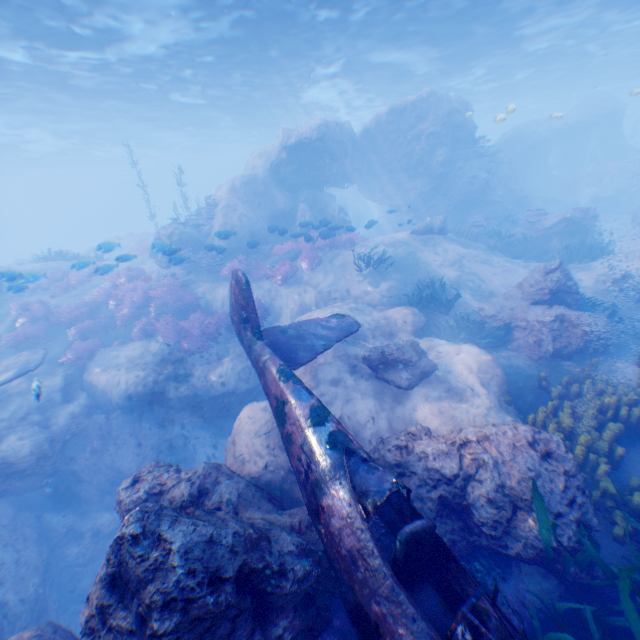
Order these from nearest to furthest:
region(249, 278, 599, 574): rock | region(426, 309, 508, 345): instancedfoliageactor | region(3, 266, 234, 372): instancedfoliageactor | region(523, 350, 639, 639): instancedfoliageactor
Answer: region(523, 350, 639, 639): instancedfoliageactor
region(249, 278, 599, 574): rock
region(426, 309, 508, 345): instancedfoliageactor
region(3, 266, 234, 372): instancedfoliageactor

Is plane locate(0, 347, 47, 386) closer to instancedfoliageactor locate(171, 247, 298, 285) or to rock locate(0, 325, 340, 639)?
rock locate(0, 325, 340, 639)

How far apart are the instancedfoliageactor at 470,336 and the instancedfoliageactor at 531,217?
11.1m

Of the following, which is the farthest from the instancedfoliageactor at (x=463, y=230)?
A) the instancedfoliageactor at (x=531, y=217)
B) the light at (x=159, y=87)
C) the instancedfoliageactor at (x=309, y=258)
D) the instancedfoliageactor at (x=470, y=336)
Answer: the instancedfoliageactor at (x=531, y=217)

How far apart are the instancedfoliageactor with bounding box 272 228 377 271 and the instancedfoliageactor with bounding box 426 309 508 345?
A: 7.21m

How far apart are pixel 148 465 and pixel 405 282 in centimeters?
1106cm

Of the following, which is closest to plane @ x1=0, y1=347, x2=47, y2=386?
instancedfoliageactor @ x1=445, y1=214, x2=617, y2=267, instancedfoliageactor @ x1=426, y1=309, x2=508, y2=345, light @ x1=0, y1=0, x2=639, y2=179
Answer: instancedfoliageactor @ x1=445, y1=214, x2=617, y2=267

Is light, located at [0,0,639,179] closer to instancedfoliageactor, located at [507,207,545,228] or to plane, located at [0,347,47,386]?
plane, located at [0,347,47,386]
